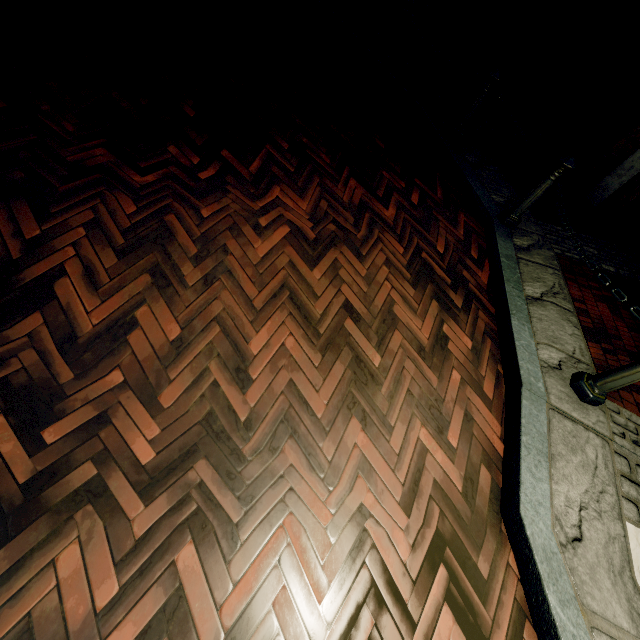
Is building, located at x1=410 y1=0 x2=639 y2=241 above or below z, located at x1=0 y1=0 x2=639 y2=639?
above

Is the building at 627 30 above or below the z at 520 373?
above

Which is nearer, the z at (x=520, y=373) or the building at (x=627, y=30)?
the z at (x=520, y=373)

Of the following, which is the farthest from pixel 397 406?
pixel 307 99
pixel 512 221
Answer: pixel 307 99

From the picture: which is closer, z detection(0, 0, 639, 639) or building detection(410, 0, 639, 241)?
z detection(0, 0, 639, 639)
